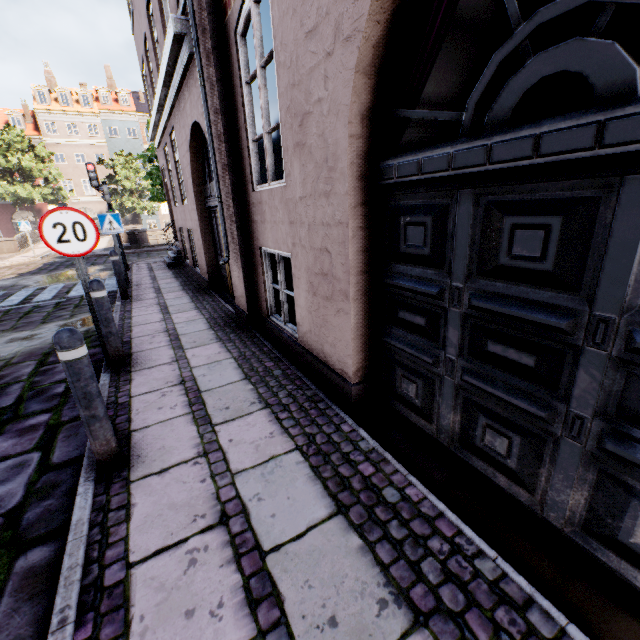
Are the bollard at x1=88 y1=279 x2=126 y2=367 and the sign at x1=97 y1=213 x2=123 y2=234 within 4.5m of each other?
no

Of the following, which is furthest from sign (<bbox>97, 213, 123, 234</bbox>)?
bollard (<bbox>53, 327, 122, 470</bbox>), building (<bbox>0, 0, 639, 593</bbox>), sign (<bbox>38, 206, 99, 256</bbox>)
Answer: A: bollard (<bbox>53, 327, 122, 470</bbox>)

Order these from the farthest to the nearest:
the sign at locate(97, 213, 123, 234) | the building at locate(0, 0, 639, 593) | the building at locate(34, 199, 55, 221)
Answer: the building at locate(34, 199, 55, 221) < the sign at locate(97, 213, 123, 234) < the building at locate(0, 0, 639, 593)

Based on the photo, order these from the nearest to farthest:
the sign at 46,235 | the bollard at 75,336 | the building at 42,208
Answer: the bollard at 75,336 → the sign at 46,235 → the building at 42,208

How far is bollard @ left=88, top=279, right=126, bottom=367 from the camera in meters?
3.8 m

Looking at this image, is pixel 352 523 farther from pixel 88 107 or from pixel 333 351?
pixel 88 107

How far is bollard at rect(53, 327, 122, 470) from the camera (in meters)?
2.11

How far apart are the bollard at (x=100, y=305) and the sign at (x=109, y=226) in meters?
5.3 m
